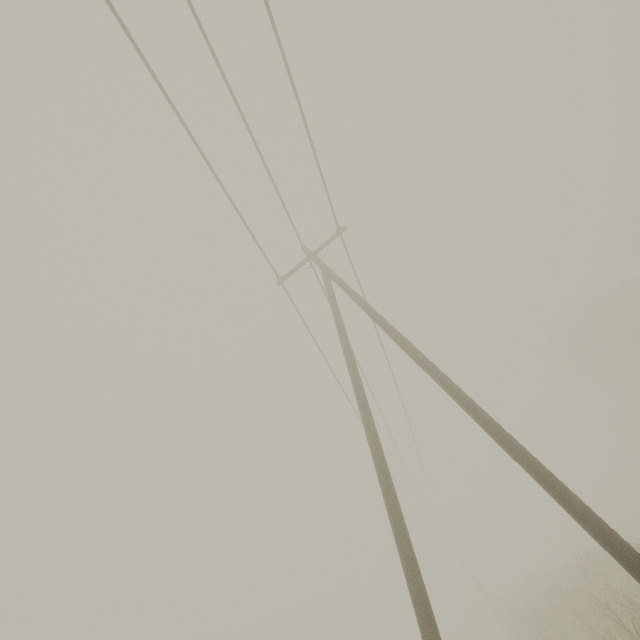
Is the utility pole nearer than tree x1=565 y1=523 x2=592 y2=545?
Yes

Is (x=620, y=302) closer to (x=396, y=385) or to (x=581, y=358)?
(x=581, y=358)

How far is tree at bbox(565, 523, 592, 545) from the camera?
49.2m

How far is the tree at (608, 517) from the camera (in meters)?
42.10

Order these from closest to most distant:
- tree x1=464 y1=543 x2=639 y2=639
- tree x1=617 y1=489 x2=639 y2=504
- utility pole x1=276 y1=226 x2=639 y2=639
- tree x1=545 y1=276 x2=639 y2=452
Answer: utility pole x1=276 y1=226 x2=639 y2=639
tree x1=464 y1=543 x2=639 y2=639
tree x1=545 y1=276 x2=639 y2=452
tree x1=617 y1=489 x2=639 y2=504

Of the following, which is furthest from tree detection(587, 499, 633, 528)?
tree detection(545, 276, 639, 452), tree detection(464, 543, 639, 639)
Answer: tree detection(464, 543, 639, 639)

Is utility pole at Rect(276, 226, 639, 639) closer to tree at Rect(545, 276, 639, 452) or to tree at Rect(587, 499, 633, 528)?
tree at Rect(545, 276, 639, 452)

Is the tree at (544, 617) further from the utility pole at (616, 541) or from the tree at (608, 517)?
the tree at (608, 517)
